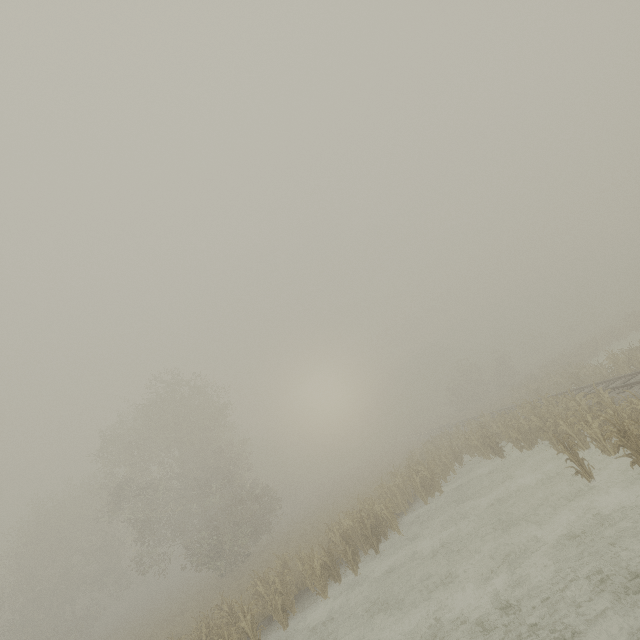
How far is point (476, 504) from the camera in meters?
14.3
